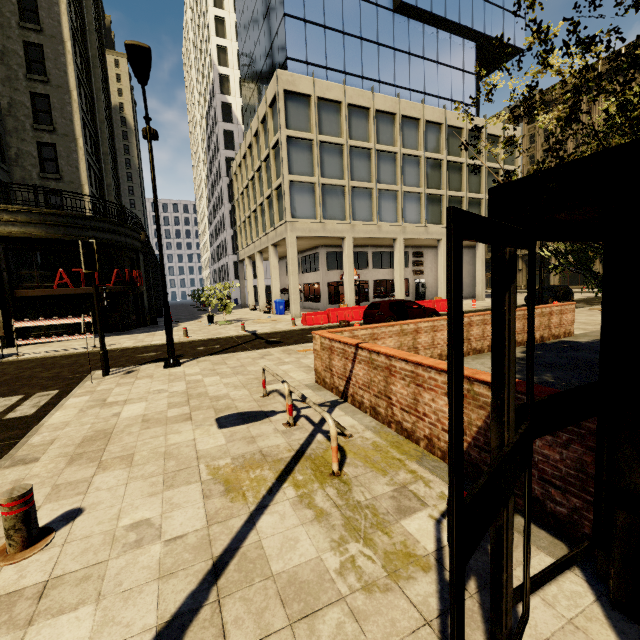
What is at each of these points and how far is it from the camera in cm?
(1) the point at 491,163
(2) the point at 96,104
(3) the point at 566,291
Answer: (1) building, 3061
(2) building, 2816
(3) car, 2484

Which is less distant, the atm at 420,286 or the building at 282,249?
the building at 282,249

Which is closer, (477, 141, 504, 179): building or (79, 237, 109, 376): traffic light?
(79, 237, 109, 376): traffic light

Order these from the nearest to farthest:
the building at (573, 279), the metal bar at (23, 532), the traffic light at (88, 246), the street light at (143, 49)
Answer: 1. the metal bar at (23, 532)
2. the street light at (143, 49)
3. the traffic light at (88, 246)
4. the building at (573, 279)

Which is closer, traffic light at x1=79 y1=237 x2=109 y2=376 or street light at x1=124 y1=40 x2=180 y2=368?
street light at x1=124 y1=40 x2=180 y2=368

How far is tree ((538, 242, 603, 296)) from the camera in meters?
3.2

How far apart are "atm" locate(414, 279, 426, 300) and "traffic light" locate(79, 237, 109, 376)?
29.13m

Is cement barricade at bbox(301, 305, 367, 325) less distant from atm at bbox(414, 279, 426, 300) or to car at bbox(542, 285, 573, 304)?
car at bbox(542, 285, 573, 304)
